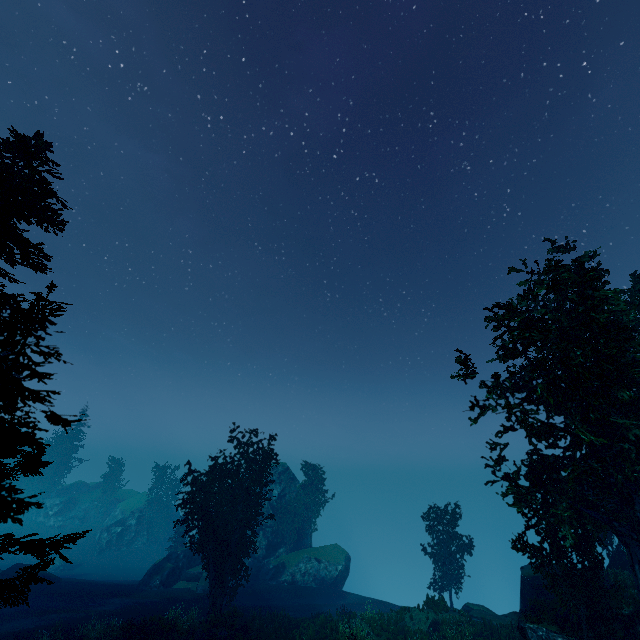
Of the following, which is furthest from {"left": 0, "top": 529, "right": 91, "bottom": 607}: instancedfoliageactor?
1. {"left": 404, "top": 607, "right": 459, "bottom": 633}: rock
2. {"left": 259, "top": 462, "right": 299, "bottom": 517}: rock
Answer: {"left": 404, "top": 607, "right": 459, "bottom": 633}: rock

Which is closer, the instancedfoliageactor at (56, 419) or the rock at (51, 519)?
the instancedfoliageactor at (56, 419)

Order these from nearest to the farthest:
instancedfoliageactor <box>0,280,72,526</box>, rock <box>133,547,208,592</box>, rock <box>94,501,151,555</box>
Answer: instancedfoliageactor <box>0,280,72,526</box> < rock <box>133,547,208,592</box> < rock <box>94,501,151,555</box>

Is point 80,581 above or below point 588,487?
below

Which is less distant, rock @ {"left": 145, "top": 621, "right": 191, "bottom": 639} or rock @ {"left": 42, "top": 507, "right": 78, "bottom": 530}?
rock @ {"left": 145, "top": 621, "right": 191, "bottom": 639}

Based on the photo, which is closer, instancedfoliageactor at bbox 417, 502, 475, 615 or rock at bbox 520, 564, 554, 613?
rock at bbox 520, 564, 554, 613

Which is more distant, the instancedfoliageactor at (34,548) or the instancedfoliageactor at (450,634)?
the instancedfoliageactor at (450,634)

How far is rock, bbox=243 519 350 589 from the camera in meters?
36.4
